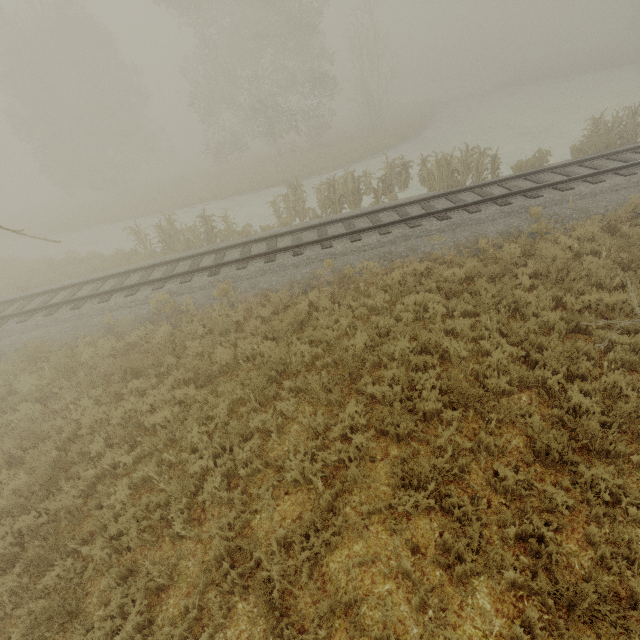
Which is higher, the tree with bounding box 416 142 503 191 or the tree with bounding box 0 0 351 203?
the tree with bounding box 0 0 351 203

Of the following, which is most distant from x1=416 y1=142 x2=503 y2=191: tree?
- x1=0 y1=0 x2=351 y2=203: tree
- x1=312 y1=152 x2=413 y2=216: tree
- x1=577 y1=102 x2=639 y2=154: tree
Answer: x1=0 y1=0 x2=351 y2=203: tree

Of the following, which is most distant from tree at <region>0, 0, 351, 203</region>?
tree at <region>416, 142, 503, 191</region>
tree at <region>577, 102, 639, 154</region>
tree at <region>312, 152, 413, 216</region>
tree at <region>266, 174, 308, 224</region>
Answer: tree at <region>577, 102, 639, 154</region>

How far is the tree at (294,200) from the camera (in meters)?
15.18

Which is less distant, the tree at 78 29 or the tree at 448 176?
the tree at 448 176

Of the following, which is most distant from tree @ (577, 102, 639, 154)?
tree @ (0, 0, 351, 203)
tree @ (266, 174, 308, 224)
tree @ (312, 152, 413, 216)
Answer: tree @ (0, 0, 351, 203)

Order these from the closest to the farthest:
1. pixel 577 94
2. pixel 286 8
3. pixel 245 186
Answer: pixel 286 8 < pixel 245 186 < pixel 577 94
